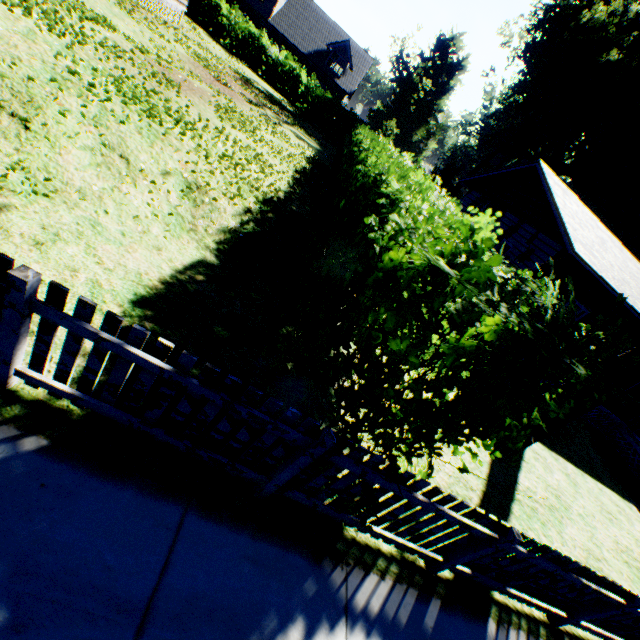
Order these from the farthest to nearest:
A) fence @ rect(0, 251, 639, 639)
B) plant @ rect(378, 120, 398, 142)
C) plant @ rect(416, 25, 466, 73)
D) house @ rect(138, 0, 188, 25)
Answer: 1. plant @ rect(416, 25, 466, 73)
2. plant @ rect(378, 120, 398, 142)
3. house @ rect(138, 0, 188, 25)
4. fence @ rect(0, 251, 639, 639)

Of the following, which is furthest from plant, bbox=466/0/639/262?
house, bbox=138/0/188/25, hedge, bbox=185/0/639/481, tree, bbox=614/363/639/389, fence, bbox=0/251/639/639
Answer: fence, bbox=0/251/639/639

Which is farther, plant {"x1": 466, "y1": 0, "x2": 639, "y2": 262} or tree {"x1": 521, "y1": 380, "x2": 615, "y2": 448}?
plant {"x1": 466, "y1": 0, "x2": 639, "y2": 262}

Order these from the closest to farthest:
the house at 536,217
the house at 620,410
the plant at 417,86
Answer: the house at 536,217 → the house at 620,410 → the plant at 417,86

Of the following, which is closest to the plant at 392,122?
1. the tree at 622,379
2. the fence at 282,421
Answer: the tree at 622,379

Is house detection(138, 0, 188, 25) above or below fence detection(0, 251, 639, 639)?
above

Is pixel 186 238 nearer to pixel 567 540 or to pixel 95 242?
pixel 95 242
